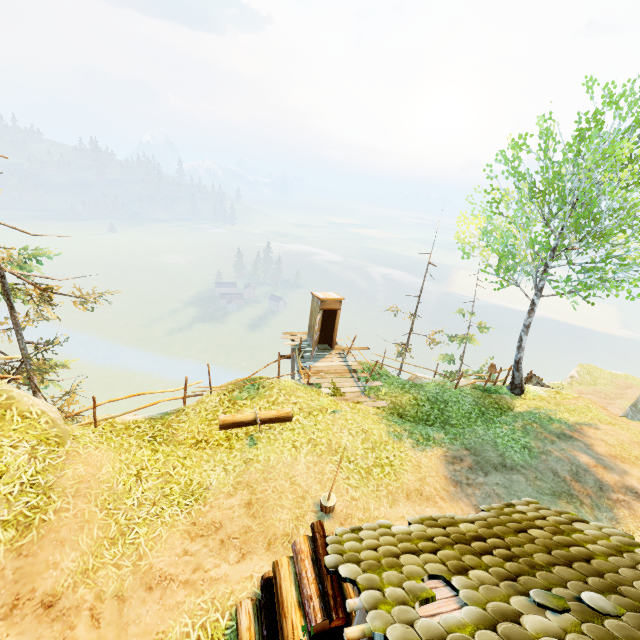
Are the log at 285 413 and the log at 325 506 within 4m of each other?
yes

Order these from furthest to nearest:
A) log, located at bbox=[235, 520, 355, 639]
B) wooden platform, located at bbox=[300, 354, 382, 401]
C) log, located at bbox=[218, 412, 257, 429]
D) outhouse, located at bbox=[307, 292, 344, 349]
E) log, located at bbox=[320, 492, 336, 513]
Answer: outhouse, located at bbox=[307, 292, 344, 349]
wooden platform, located at bbox=[300, 354, 382, 401]
log, located at bbox=[218, 412, 257, 429]
log, located at bbox=[320, 492, 336, 513]
log, located at bbox=[235, 520, 355, 639]

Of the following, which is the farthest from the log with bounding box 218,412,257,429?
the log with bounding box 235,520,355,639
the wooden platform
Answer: the log with bounding box 235,520,355,639

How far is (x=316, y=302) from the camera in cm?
1485

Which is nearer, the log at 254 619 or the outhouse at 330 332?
the log at 254 619

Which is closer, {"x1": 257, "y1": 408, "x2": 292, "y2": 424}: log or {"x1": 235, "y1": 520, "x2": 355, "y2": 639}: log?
{"x1": 235, "y1": 520, "x2": 355, "y2": 639}: log

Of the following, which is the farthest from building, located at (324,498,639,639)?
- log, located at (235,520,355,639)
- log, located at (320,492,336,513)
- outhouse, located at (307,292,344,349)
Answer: outhouse, located at (307,292,344,349)

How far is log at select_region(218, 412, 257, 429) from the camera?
9.0 meters
